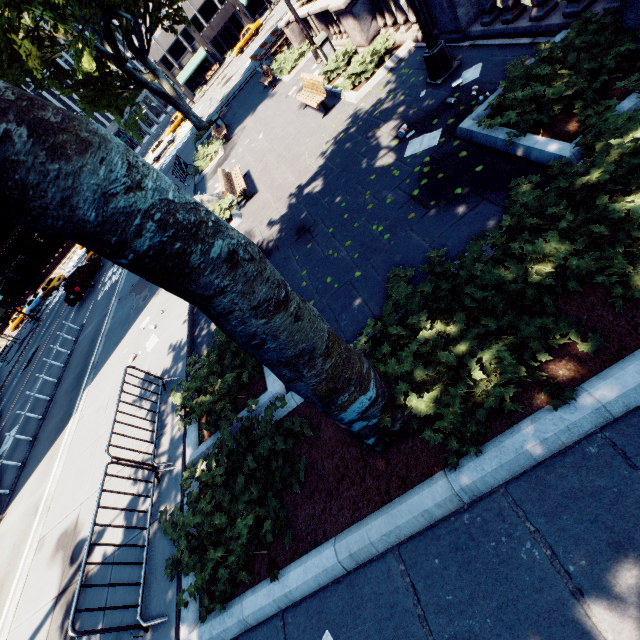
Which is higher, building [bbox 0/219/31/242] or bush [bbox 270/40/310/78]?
building [bbox 0/219/31/242]

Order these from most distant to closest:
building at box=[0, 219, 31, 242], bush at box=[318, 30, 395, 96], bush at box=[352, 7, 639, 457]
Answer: building at box=[0, 219, 31, 242]
bush at box=[318, 30, 395, 96]
bush at box=[352, 7, 639, 457]

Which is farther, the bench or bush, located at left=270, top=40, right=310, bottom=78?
bush, located at left=270, top=40, right=310, bottom=78

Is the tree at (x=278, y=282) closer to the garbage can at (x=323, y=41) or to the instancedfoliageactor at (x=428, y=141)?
the instancedfoliageactor at (x=428, y=141)

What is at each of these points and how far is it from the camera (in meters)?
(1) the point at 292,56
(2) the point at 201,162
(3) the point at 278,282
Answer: (1) bush, 17.47
(2) bush, 18.62
(3) tree, 2.58

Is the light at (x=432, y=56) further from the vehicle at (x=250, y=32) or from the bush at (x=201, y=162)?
the vehicle at (x=250, y=32)

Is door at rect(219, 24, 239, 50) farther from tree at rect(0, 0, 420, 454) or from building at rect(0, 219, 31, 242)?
building at rect(0, 219, 31, 242)

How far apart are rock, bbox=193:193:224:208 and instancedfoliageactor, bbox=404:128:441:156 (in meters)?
8.70
